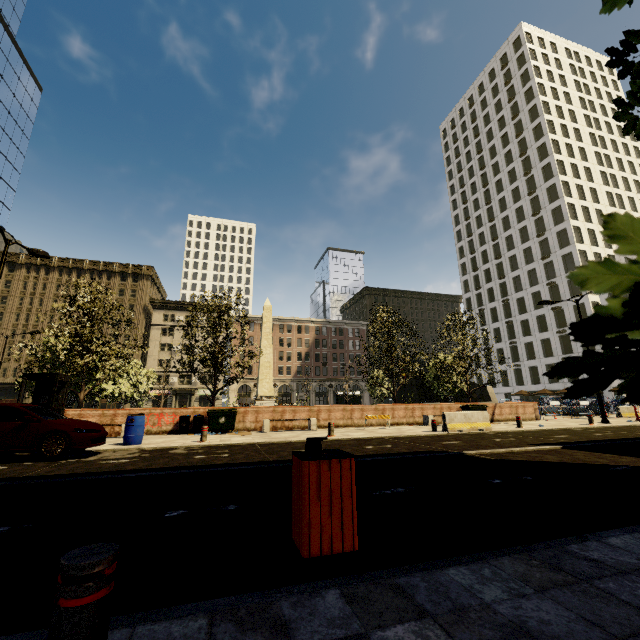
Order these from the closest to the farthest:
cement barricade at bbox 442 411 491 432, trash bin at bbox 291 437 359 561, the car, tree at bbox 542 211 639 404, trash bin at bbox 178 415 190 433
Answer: tree at bbox 542 211 639 404 → trash bin at bbox 291 437 359 561 → the car → cement barricade at bbox 442 411 491 432 → trash bin at bbox 178 415 190 433

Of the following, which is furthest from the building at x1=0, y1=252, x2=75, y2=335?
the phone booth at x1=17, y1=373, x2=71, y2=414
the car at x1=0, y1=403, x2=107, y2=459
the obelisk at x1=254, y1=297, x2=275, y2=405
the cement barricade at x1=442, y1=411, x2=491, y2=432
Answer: the obelisk at x1=254, y1=297, x2=275, y2=405

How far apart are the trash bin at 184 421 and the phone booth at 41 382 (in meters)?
4.80

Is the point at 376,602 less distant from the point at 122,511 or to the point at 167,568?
the point at 167,568

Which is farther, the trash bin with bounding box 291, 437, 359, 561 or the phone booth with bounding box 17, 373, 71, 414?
the phone booth with bounding box 17, 373, 71, 414

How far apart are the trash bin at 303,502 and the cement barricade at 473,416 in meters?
12.5

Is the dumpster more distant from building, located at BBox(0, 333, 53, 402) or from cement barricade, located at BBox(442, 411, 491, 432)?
building, located at BBox(0, 333, 53, 402)

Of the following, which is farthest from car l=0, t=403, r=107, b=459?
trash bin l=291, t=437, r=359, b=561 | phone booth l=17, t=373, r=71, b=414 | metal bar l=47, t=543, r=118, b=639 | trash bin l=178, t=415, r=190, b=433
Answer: metal bar l=47, t=543, r=118, b=639
